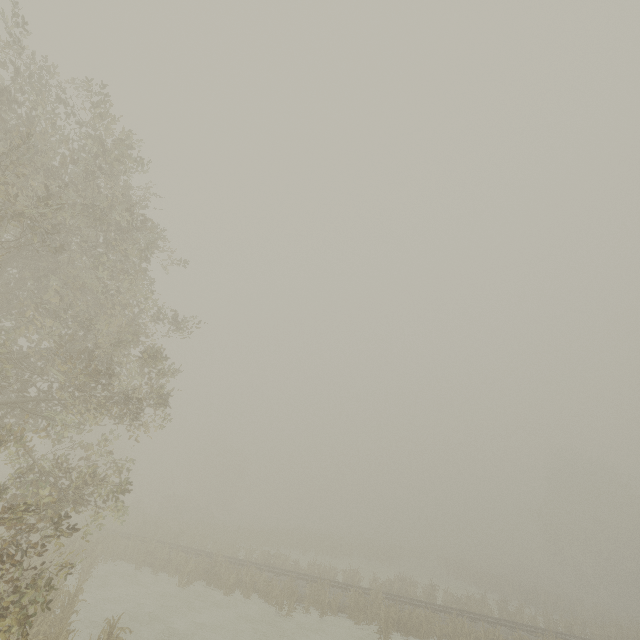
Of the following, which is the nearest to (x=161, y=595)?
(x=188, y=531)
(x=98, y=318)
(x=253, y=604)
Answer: (x=253, y=604)
